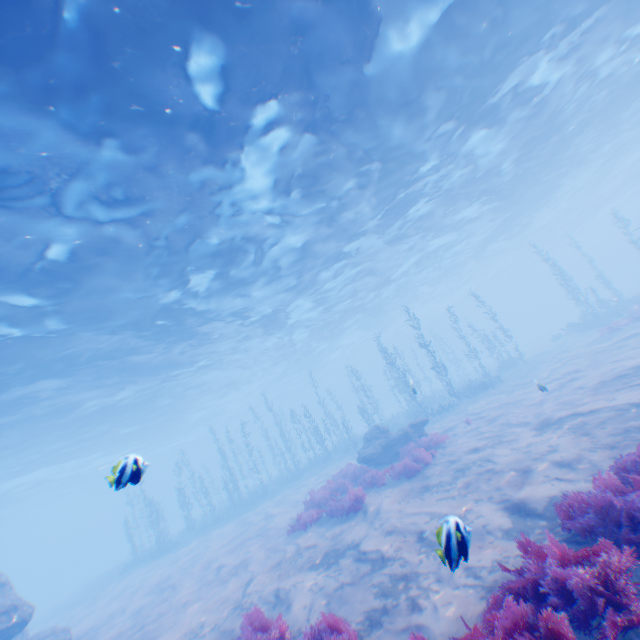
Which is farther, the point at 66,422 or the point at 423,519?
the point at 66,422

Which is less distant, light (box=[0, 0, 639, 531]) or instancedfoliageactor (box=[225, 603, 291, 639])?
instancedfoliageactor (box=[225, 603, 291, 639])

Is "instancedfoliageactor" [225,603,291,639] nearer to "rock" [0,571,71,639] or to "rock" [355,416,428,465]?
"rock" [0,571,71,639]

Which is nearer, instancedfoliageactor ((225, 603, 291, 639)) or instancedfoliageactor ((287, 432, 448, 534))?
instancedfoliageactor ((225, 603, 291, 639))

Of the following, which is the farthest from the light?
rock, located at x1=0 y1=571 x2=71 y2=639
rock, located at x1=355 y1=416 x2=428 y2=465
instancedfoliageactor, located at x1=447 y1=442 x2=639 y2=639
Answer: rock, located at x1=355 y1=416 x2=428 y2=465

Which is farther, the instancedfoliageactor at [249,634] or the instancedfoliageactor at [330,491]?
the instancedfoliageactor at [330,491]

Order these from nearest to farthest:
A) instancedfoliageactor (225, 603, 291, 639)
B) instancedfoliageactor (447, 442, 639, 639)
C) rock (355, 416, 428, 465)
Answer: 1. instancedfoliageactor (447, 442, 639, 639)
2. instancedfoliageactor (225, 603, 291, 639)
3. rock (355, 416, 428, 465)

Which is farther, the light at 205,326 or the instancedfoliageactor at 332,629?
the light at 205,326
